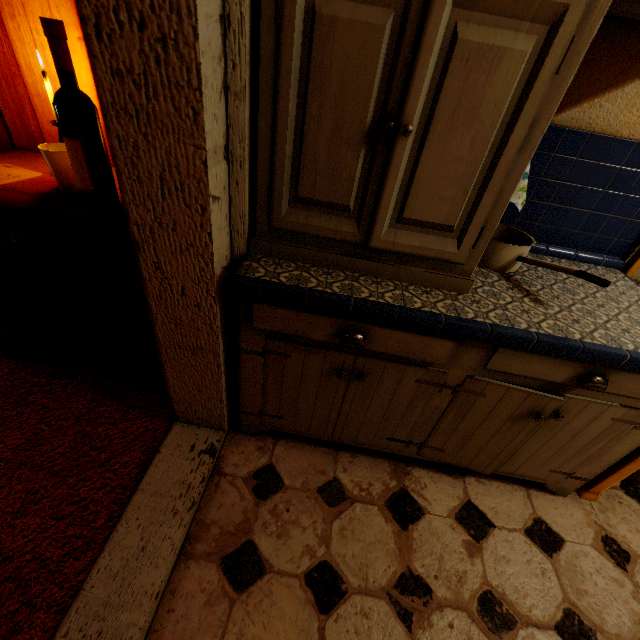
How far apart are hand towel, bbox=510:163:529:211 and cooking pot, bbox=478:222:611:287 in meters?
0.1 m

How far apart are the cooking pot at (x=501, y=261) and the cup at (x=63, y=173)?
1.44m

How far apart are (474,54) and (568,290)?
0.9m

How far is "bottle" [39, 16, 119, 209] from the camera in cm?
84

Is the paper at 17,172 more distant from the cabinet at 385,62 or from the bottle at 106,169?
the cabinet at 385,62

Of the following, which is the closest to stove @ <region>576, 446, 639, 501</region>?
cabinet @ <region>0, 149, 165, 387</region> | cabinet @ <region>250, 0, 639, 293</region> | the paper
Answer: cabinet @ <region>250, 0, 639, 293</region>

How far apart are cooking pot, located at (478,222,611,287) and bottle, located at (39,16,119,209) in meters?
1.3 m

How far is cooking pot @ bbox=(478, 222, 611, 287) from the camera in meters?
1.0
